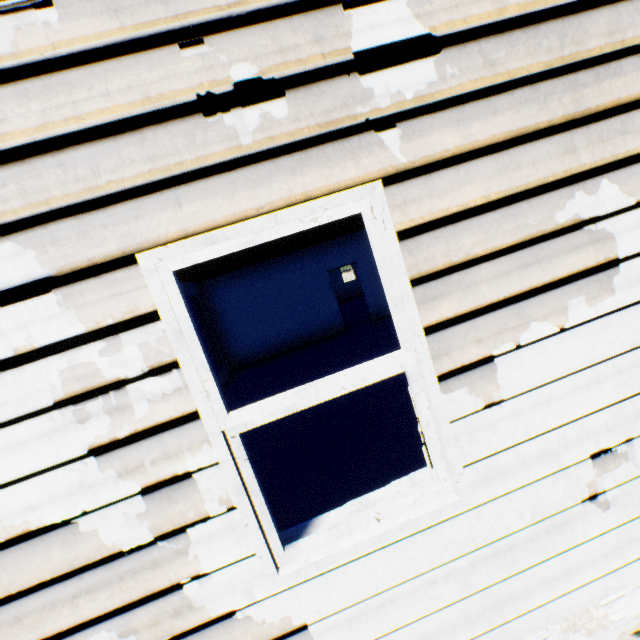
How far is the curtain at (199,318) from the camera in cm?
818

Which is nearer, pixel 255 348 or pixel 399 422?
pixel 399 422

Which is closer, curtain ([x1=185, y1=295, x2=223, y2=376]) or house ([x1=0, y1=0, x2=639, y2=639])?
house ([x1=0, y1=0, x2=639, y2=639])

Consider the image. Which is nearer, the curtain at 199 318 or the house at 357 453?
the house at 357 453

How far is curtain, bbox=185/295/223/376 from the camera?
8.2 meters
